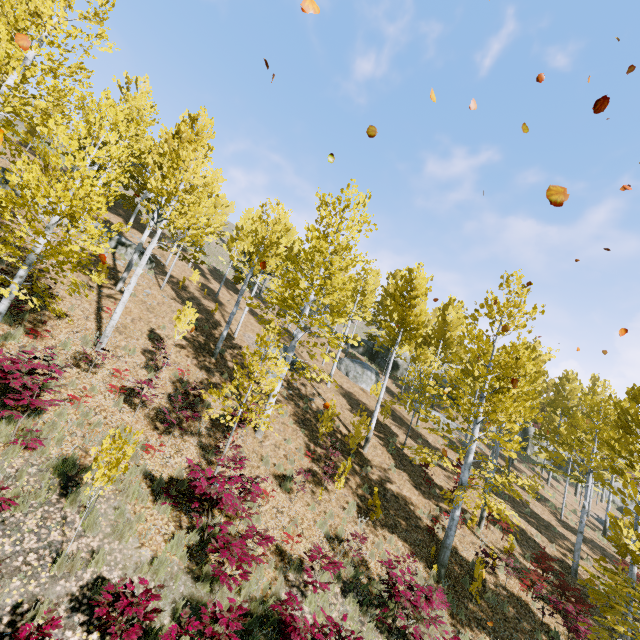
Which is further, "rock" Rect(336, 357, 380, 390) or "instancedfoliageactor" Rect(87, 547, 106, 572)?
"rock" Rect(336, 357, 380, 390)

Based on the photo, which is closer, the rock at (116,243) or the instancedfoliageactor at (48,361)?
the instancedfoliageactor at (48,361)

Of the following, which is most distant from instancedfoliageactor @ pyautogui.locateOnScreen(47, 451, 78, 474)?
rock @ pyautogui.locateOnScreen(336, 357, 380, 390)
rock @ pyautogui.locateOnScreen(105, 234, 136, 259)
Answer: rock @ pyautogui.locateOnScreen(336, 357, 380, 390)

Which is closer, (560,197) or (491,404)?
(560,197)

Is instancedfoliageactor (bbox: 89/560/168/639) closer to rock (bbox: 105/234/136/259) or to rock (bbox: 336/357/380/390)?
rock (bbox: 105/234/136/259)

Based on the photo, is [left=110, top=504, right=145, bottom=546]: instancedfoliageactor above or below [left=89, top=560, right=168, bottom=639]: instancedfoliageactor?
above

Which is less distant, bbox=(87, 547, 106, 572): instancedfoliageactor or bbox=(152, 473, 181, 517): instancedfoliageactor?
bbox=(87, 547, 106, 572): instancedfoliageactor

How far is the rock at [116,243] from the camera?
19.3 meters
